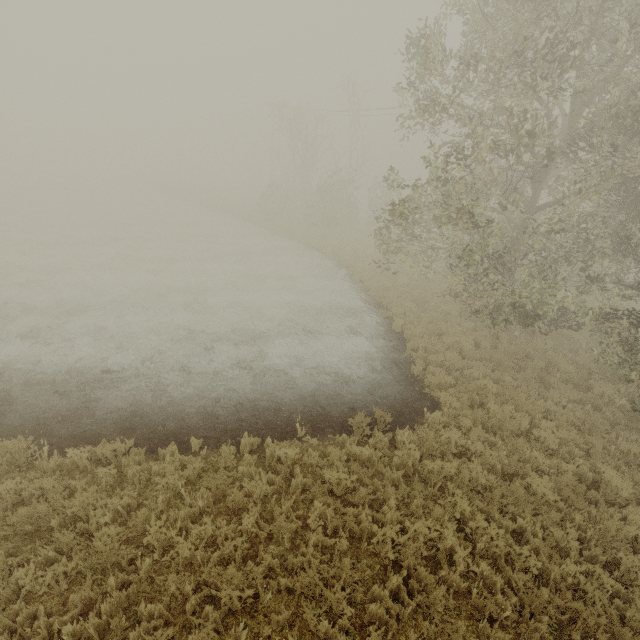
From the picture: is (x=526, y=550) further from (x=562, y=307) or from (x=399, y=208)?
(x=562, y=307)
